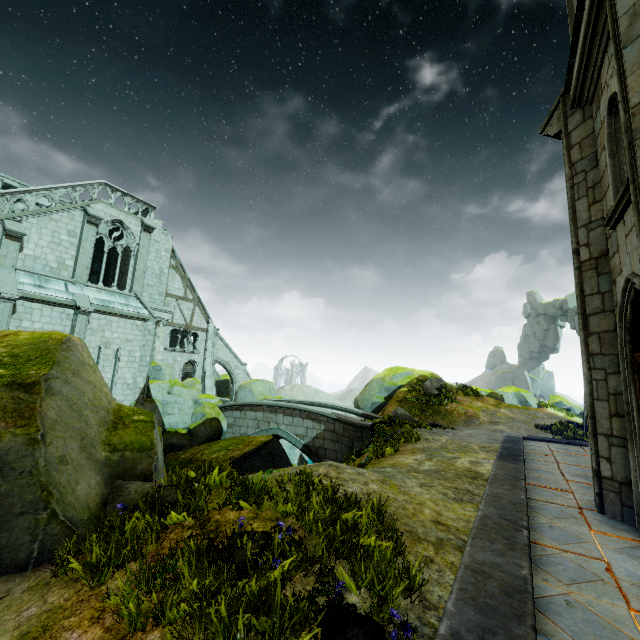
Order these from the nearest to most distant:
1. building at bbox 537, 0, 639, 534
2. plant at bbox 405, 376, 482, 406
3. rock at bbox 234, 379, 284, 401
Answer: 1. building at bbox 537, 0, 639, 534
2. plant at bbox 405, 376, 482, 406
3. rock at bbox 234, 379, 284, 401

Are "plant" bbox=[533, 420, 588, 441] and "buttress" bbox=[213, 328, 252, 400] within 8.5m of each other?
no

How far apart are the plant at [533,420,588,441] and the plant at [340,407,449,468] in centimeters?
884cm

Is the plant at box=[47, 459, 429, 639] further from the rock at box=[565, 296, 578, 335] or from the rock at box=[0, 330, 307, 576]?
the rock at box=[565, 296, 578, 335]

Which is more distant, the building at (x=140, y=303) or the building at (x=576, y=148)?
the building at (x=140, y=303)

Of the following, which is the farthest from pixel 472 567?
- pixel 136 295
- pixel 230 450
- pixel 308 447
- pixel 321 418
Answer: pixel 136 295

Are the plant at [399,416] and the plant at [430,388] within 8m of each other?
yes

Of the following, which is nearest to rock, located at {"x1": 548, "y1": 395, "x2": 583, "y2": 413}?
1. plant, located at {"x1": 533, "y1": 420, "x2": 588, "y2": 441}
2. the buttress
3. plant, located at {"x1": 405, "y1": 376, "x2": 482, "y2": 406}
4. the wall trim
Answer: the buttress
